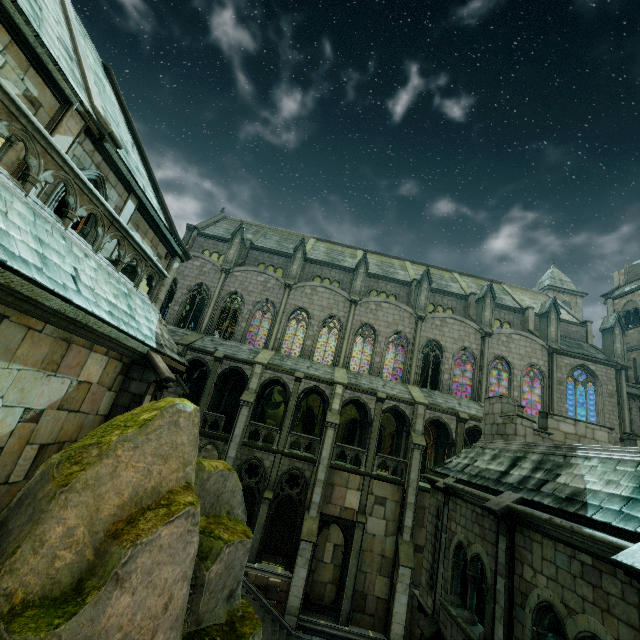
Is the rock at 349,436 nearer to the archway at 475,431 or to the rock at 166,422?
the archway at 475,431

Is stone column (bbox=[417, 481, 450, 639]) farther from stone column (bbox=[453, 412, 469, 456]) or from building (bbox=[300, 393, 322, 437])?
stone column (bbox=[453, 412, 469, 456])

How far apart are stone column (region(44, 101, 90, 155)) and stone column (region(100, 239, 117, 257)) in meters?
2.5 m

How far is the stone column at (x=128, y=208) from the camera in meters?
11.1

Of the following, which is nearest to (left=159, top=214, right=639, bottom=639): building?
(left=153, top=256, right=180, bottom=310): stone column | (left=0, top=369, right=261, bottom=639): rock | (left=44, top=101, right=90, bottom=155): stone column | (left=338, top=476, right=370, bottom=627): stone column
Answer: (left=338, top=476, right=370, bottom=627): stone column

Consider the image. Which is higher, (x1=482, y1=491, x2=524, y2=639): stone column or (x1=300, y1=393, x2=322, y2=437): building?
(x1=300, y1=393, x2=322, y2=437): building

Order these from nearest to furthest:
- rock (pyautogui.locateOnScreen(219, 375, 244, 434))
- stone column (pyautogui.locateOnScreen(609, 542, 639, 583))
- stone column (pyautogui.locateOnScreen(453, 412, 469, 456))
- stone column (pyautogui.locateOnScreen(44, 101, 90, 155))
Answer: stone column (pyautogui.locateOnScreen(609, 542, 639, 583))
stone column (pyautogui.locateOnScreen(44, 101, 90, 155))
stone column (pyautogui.locateOnScreen(453, 412, 469, 456))
rock (pyautogui.locateOnScreen(219, 375, 244, 434))

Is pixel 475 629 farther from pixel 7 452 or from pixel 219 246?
pixel 219 246
